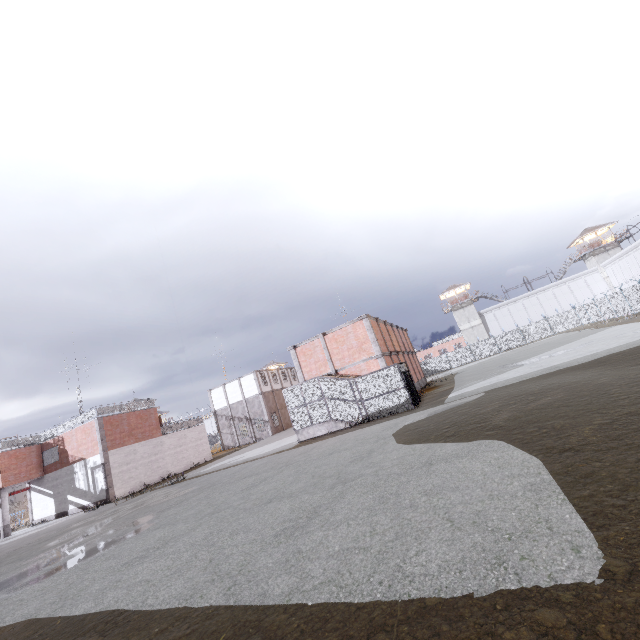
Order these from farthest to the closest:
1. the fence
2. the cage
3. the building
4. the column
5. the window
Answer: the building
the fence
the window
the column
the cage

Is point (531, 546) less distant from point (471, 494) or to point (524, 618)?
point (524, 618)

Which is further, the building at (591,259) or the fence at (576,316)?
the building at (591,259)

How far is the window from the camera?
30.6m

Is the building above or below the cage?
above

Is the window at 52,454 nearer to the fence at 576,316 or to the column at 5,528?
the column at 5,528

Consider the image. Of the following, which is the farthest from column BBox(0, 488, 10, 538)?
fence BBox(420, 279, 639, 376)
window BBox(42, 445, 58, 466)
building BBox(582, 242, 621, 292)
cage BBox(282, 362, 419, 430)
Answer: building BBox(582, 242, 621, 292)

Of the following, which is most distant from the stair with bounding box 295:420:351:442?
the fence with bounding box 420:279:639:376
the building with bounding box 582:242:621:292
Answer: the building with bounding box 582:242:621:292
